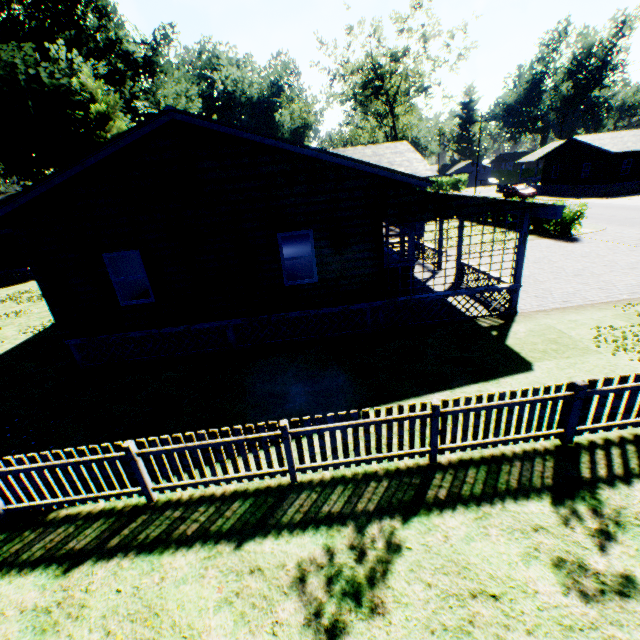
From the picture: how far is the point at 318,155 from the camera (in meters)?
8.11

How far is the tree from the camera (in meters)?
36.25

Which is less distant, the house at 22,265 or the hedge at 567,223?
the hedge at 567,223

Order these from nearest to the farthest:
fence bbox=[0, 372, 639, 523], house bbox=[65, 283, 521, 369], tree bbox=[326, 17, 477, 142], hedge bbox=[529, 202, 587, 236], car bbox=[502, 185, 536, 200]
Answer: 1. fence bbox=[0, 372, 639, 523]
2. house bbox=[65, 283, 521, 369]
3. hedge bbox=[529, 202, 587, 236]
4. tree bbox=[326, 17, 477, 142]
5. car bbox=[502, 185, 536, 200]

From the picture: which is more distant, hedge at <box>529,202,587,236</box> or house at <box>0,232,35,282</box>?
house at <box>0,232,35,282</box>

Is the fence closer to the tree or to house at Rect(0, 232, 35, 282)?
house at Rect(0, 232, 35, 282)

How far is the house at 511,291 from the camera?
10.2m

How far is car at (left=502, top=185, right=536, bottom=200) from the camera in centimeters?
4044cm
